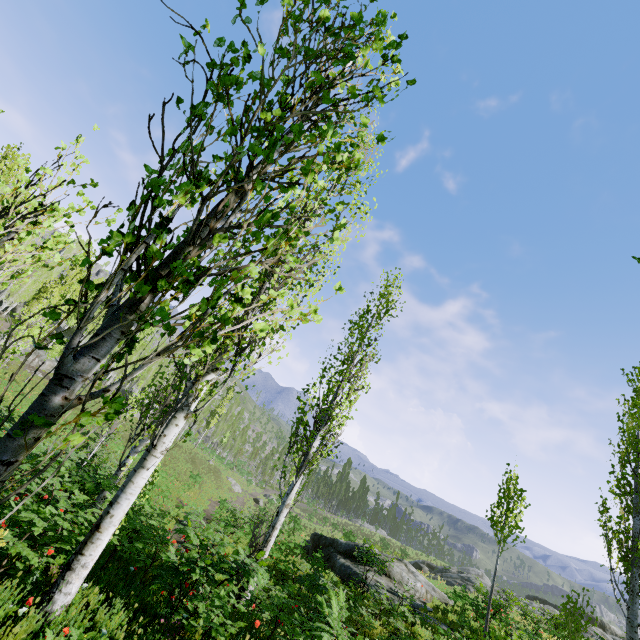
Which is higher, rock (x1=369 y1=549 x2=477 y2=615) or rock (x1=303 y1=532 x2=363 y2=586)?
rock (x1=369 y1=549 x2=477 y2=615)

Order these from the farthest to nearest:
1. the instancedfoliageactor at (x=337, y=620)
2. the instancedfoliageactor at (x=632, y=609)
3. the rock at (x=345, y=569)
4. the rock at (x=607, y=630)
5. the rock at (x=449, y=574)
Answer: the rock at (x=607, y=630), the rock at (x=345, y=569), the rock at (x=449, y=574), the instancedfoliageactor at (x=632, y=609), the instancedfoliageactor at (x=337, y=620)

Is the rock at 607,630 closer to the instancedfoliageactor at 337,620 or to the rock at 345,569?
the instancedfoliageactor at 337,620

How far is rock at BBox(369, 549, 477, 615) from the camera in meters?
14.3 m

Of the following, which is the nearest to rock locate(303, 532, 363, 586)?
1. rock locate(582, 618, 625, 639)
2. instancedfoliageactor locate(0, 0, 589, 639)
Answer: instancedfoliageactor locate(0, 0, 589, 639)

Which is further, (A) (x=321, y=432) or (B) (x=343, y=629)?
(A) (x=321, y=432)

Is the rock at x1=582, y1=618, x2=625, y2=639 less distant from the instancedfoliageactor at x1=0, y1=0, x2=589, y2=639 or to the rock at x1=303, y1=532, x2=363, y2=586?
the instancedfoliageactor at x1=0, y1=0, x2=589, y2=639
